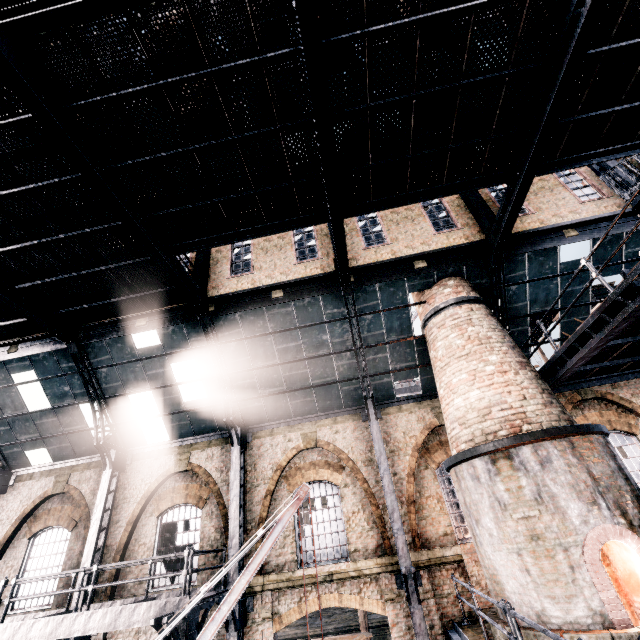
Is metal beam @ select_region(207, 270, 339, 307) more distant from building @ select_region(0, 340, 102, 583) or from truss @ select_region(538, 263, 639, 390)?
truss @ select_region(538, 263, 639, 390)

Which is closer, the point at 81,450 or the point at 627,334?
the point at 627,334

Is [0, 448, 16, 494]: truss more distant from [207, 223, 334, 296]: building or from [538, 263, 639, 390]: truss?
[538, 263, 639, 390]: truss

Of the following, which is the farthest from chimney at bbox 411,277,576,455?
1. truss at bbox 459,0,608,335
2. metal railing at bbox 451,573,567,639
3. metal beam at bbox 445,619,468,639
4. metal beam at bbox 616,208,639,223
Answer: metal beam at bbox 445,619,468,639

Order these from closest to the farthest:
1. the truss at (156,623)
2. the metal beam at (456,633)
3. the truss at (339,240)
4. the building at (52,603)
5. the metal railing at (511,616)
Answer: the metal railing at (511,616) < the truss at (339,240) < the truss at (156,623) < the metal beam at (456,633) < the building at (52,603)

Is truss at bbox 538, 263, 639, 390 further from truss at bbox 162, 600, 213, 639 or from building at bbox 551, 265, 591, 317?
truss at bbox 162, 600, 213, 639

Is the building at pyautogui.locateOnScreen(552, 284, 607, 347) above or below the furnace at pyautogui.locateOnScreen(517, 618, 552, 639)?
above

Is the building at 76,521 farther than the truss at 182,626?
Yes
